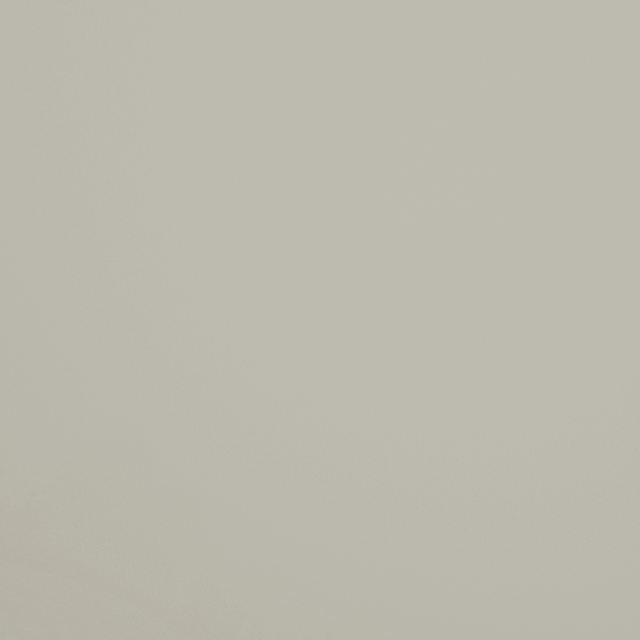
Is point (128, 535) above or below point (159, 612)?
above
